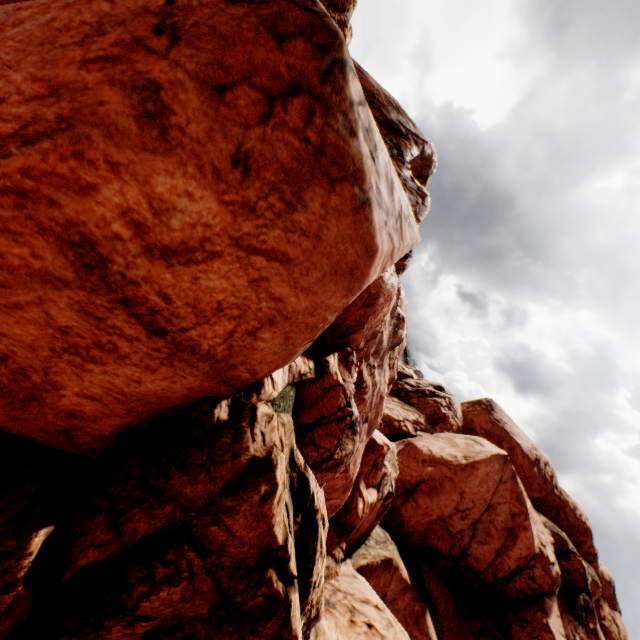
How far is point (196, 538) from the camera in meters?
2.8 m
